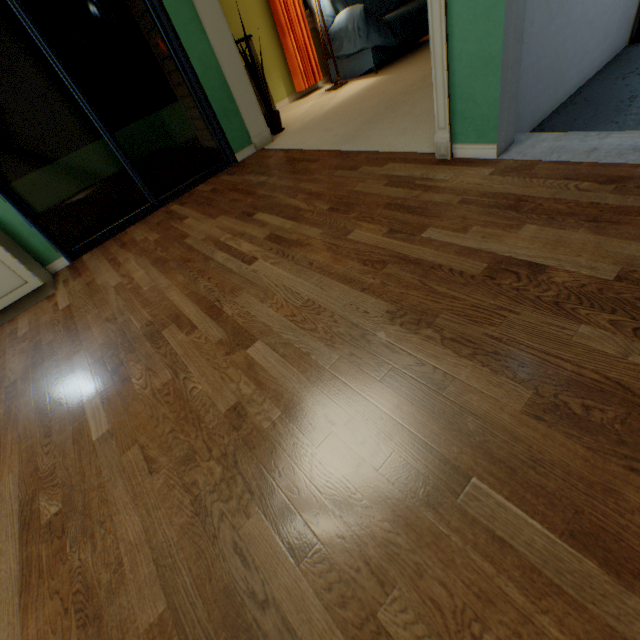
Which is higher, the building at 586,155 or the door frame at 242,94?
the door frame at 242,94

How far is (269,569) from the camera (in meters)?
0.80

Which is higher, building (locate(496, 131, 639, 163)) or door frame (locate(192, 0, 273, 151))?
door frame (locate(192, 0, 273, 151))

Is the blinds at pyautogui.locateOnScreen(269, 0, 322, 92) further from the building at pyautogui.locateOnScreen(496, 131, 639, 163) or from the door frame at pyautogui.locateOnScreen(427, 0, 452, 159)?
the building at pyautogui.locateOnScreen(496, 131, 639, 163)

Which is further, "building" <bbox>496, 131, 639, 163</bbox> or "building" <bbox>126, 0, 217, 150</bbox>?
"building" <bbox>126, 0, 217, 150</bbox>

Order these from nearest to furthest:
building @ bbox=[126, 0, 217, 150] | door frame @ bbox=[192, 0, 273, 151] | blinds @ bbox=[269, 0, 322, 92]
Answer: door frame @ bbox=[192, 0, 273, 151] < building @ bbox=[126, 0, 217, 150] < blinds @ bbox=[269, 0, 322, 92]

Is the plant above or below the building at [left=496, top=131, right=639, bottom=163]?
above

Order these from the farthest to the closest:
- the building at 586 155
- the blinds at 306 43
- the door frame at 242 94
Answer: the blinds at 306 43 → the door frame at 242 94 → the building at 586 155
